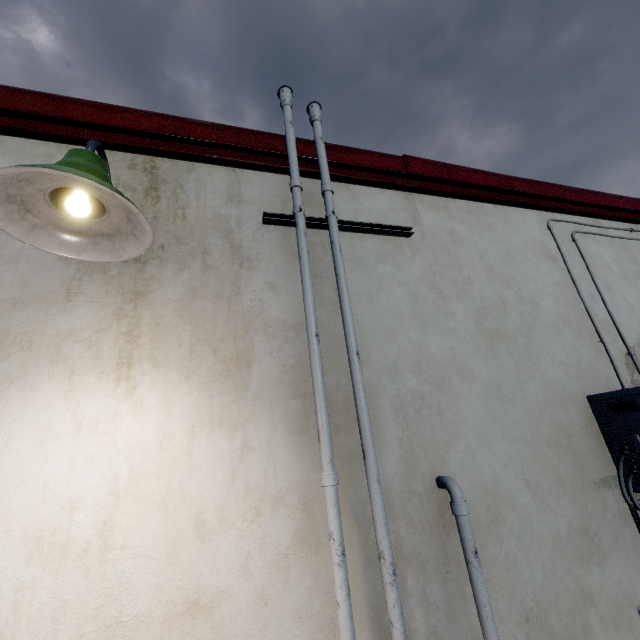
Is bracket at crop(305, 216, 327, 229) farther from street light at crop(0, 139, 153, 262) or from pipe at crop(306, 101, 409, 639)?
street light at crop(0, 139, 153, 262)

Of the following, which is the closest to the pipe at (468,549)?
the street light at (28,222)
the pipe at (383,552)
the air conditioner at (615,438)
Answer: the pipe at (383,552)

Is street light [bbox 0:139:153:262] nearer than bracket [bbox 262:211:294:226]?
Yes

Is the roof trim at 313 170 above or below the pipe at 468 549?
above

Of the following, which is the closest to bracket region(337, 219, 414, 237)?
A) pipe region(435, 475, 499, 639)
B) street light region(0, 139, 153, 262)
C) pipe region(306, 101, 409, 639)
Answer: pipe region(306, 101, 409, 639)

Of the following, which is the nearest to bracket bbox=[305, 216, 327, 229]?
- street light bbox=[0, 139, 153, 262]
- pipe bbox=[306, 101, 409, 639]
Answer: pipe bbox=[306, 101, 409, 639]

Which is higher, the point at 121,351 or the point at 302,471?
the point at 121,351

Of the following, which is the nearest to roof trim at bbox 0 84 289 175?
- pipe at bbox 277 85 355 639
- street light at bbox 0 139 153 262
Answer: pipe at bbox 277 85 355 639
